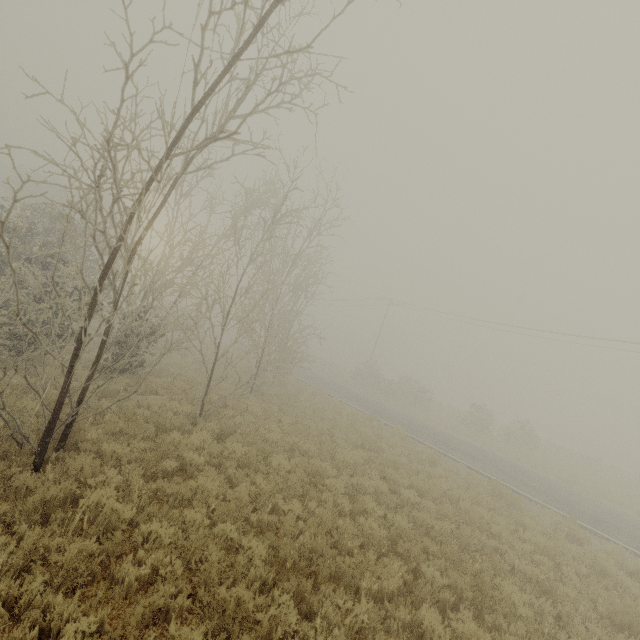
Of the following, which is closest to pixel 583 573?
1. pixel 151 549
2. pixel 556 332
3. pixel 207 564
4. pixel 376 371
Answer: pixel 207 564
